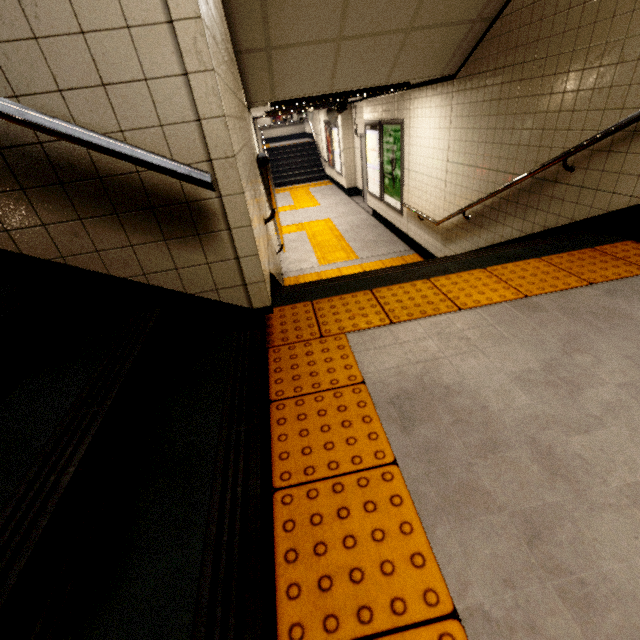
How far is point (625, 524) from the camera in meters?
→ 1.0

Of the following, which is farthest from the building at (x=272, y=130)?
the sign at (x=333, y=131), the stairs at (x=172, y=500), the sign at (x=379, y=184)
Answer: the stairs at (x=172, y=500)

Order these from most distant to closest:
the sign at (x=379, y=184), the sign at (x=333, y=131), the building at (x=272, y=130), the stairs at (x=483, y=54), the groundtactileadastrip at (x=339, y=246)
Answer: the building at (x=272, y=130) < the sign at (x=333, y=131) < the groundtactileadastrip at (x=339, y=246) < the sign at (x=379, y=184) < the stairs at (x=483, y=54)

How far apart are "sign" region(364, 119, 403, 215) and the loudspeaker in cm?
106

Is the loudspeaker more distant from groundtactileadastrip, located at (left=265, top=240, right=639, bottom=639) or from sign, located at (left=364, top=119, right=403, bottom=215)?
groundtactileadastrip, located at (left=265, top=240, right=639, bottom=639)

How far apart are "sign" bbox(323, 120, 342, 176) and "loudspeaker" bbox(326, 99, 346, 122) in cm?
567

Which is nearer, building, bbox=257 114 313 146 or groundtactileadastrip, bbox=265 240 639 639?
groundtactileadastrip, bbox=265 240 639 639

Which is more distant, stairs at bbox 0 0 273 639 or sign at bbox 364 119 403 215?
sign at bbox 364 119 403 215
